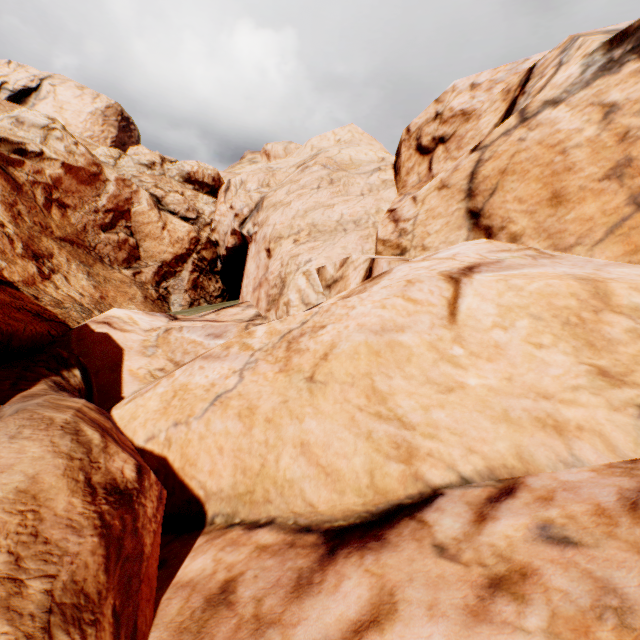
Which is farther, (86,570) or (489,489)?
(489,489)
